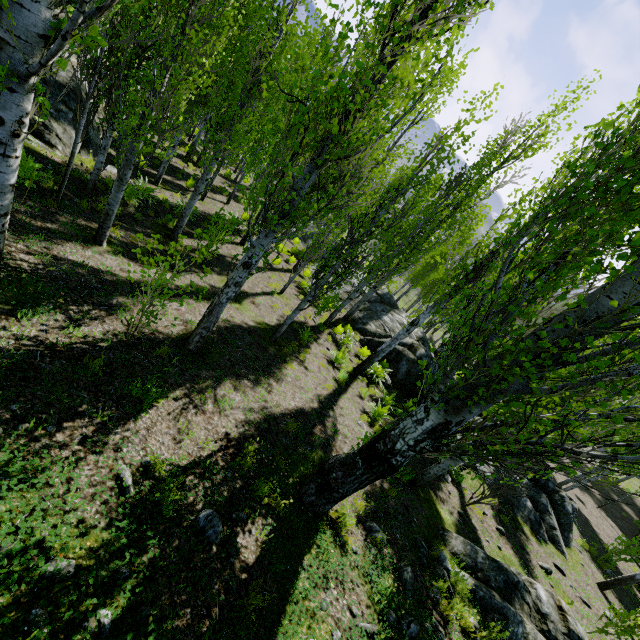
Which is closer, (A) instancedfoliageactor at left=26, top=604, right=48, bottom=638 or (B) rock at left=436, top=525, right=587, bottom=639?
(A) instancedfoliageactor at left=26, top=604, right=48, bottom=638

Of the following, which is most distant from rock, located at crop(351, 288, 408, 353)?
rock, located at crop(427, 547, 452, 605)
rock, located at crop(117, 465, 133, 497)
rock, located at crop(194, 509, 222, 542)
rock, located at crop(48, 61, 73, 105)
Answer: rock, located at crop(117, 465, 133, 497)

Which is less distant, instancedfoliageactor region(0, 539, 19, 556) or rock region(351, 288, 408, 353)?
instancedfoliageactor region(0, 539, 19, 556)

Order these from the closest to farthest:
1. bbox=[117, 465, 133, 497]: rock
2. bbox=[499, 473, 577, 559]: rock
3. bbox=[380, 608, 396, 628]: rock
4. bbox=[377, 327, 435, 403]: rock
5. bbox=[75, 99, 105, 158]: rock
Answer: bbox=[117, 465, 133, 497]: rock, bbox=[380, 608, 396, 628]: rock, bbox=[75, 99, 105, 158]: rock, bbox=[499, 473, 577, 559]: rock, bbox=[377, 327, 435, 403]: rock

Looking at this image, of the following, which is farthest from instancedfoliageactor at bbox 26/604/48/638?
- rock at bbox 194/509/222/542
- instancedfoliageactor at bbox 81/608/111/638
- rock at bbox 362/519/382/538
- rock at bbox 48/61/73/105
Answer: instancedfoliageactor at bbox 81/608/111/638

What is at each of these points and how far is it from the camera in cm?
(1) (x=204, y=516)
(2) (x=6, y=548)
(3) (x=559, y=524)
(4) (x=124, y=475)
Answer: (1) rock, 382
(2) instancedfoliageactor, 251
(3) rock, 1296
(4) rock, 362

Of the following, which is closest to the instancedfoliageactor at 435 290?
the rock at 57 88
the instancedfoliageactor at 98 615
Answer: the rock at 57 88

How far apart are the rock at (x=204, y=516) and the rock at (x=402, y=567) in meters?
3.4 m
